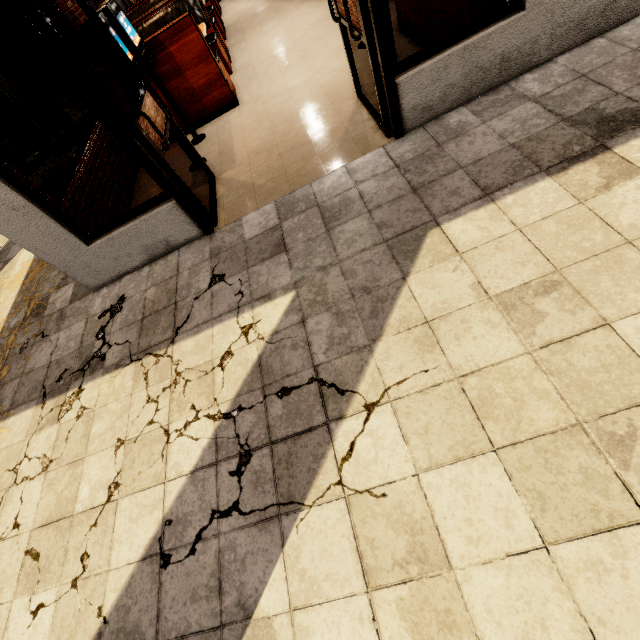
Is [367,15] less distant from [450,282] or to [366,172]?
[366,172]

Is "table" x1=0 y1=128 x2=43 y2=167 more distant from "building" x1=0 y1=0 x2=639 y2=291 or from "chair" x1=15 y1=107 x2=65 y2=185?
"building" x1=0 y1=0 x2=639 y2=291

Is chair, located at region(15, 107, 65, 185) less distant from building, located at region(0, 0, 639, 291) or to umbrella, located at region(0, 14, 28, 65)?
umbrella, located at region(0, 14, 28, 65)

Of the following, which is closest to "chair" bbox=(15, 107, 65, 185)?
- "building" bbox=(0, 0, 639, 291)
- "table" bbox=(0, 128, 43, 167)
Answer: "table" bbox=(0, 128, 43, 167)

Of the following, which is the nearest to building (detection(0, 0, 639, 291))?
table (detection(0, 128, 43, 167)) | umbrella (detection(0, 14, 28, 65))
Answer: umbrella (detection(0, 14, 28, 65))

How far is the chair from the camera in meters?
6.2 m

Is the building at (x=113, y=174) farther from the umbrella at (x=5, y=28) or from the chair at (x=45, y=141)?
the chair at (x=45, y=141)

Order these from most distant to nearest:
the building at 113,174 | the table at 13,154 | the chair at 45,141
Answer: the chair at 45,141 < the table at 13,154 < the building at 113,174
